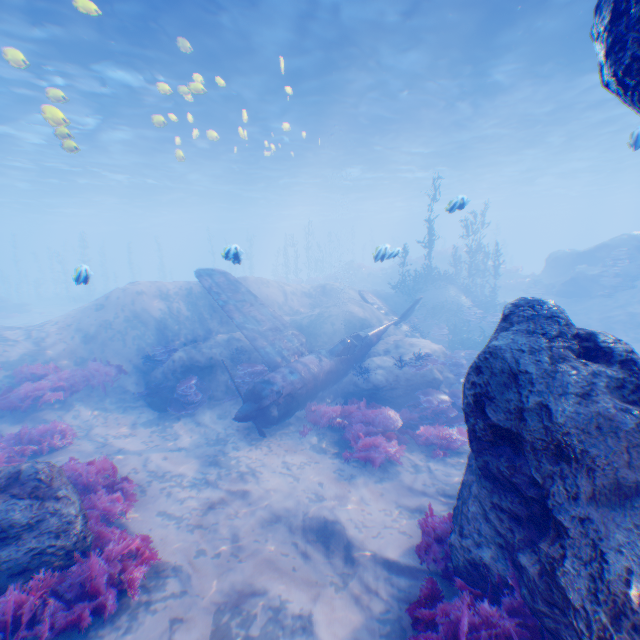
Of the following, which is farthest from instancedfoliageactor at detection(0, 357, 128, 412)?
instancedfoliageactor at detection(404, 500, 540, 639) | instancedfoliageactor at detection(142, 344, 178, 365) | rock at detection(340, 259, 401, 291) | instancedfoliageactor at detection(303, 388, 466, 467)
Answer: rock at detection(340, 259, 401, 291)

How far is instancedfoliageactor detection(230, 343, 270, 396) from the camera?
10.8 meters

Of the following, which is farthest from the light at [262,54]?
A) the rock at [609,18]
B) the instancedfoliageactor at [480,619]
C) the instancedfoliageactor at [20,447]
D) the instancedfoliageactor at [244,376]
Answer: the instancedfoliageactor at [480,619]

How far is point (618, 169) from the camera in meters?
37.8

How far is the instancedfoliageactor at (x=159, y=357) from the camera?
11.9 meters

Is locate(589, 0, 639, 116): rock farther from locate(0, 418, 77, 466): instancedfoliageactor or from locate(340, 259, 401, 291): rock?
locate(340, 259, 401, 291): rock

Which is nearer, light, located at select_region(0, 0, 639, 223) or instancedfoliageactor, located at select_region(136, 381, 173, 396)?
instancedfoliageactor, located at select_region(136, 381, 173, 396)

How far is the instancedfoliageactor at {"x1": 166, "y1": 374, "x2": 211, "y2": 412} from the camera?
10.37m
